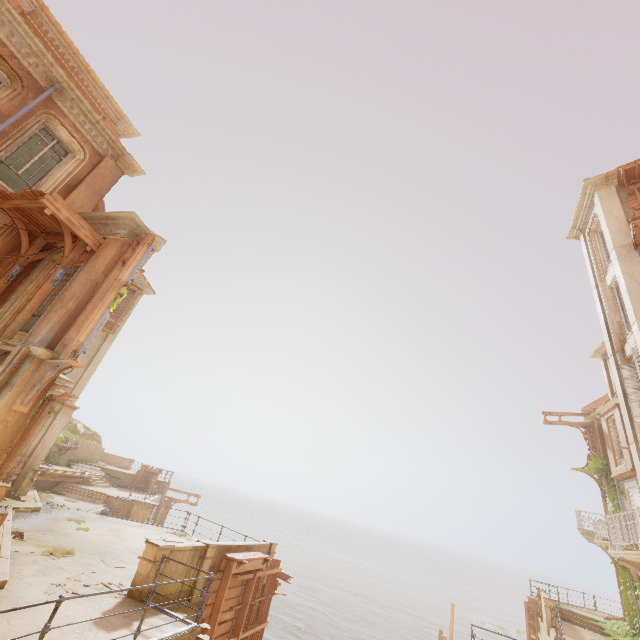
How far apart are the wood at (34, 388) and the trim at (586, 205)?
22.7 meters

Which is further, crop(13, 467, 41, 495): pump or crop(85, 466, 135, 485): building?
crop(85, 466, 135, 485): building

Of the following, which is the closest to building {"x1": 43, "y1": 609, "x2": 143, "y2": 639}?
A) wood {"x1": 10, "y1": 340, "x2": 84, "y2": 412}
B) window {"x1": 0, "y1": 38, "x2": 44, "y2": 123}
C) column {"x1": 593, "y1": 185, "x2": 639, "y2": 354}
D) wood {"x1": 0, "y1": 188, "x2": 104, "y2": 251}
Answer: wood {"x1": 10, "y1": 340, "x2": 84, "y2": 412}

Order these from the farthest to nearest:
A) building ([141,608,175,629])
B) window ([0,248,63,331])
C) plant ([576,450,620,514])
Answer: plant ([576,450,620,514])
window ([0,248,63,331])
building ([141,608,175,629])

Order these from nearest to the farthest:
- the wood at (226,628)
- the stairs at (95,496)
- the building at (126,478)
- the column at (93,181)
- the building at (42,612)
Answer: the building at (42,612) < the wood at (226,628) < the column at (93,181) < the stairs at (95,496) < the building at (126,478)

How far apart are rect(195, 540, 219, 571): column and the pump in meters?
11.4

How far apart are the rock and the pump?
17.0m

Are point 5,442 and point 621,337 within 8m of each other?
no
